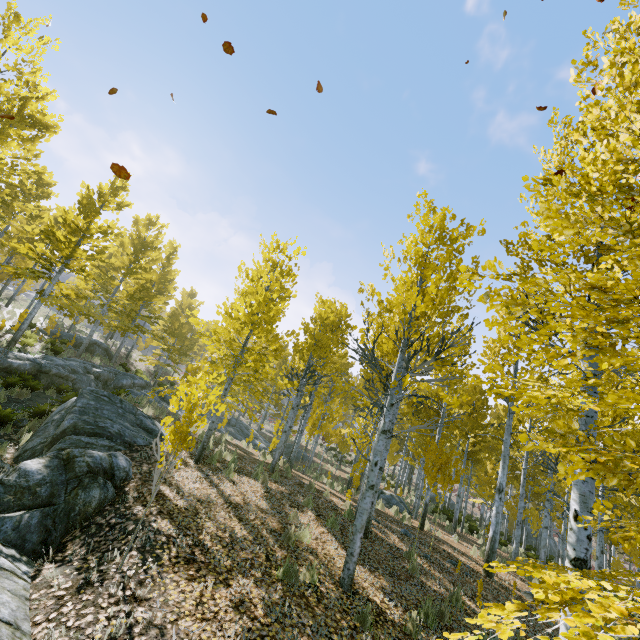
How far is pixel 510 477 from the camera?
26.83m

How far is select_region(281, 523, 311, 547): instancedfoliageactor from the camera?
6.0 meters

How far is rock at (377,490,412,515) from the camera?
16.4m

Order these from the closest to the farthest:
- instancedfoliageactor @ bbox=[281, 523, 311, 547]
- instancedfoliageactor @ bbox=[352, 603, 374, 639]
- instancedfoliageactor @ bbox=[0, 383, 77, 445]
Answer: instancedfoliageactor @ bbox=[352, 603, 374, 639] < instancedfoliageactor @ bbox=[281, 523, 311, 547] < instancedfoliageactor @ bbox=[0, 383, 77, 445]

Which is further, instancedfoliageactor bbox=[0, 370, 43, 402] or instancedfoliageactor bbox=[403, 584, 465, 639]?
instancedfoliageactor bbox=[0, 370, 43, 402]

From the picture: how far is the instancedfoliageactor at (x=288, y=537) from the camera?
6.02m

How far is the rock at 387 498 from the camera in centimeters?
1639cm

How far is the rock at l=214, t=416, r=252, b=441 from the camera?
19.5m
